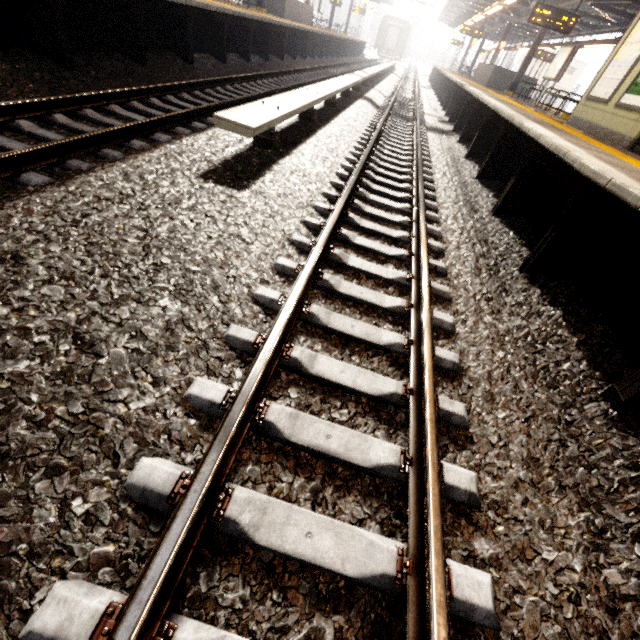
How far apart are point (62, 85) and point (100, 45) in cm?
239

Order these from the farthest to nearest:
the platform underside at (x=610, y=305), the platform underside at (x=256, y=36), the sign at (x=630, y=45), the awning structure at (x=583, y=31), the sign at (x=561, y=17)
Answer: the awning structure at (x=583, y=31), the sign at (x=561, y=17), the sign at (x=630, y=45), the platform underside at (x=256, y=36), the platform underside at (x=610, y=305)

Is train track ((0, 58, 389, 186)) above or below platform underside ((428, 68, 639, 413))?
below

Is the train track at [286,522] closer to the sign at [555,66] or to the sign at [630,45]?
the sign at [630,45]

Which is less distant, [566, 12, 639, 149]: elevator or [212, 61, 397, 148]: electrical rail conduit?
[212, 61, 397, 148]: electrical rail conduit

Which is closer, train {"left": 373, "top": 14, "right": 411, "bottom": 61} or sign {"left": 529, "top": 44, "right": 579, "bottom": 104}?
sign {"left": 529, "top": 44, "right": 579, "bottom": 104}

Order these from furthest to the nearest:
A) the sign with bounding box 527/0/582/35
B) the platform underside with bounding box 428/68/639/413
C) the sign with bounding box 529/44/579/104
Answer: the sign with bounding box 529/44/579/104 < the sign with bounding box 527/0/582/35 < the platform underside with bounding box 428/68/639/413

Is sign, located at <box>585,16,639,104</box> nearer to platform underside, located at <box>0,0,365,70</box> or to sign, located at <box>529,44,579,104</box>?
sign, located at <box>529,44,579,104</box>
